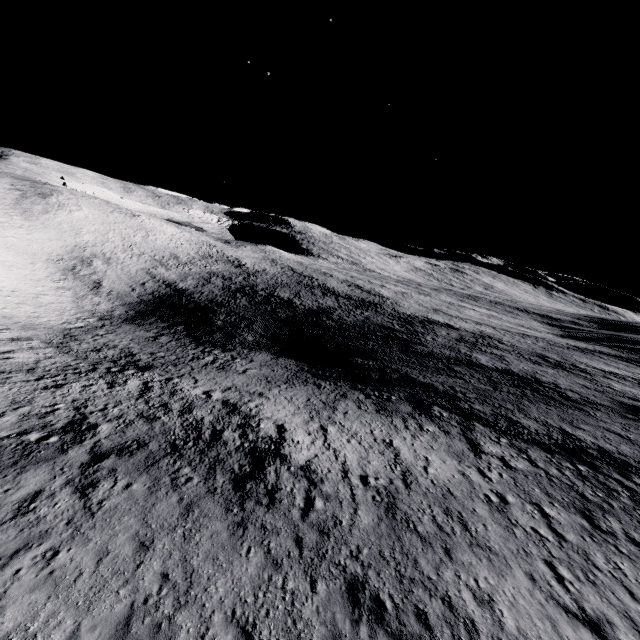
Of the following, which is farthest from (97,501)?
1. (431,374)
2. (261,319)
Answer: (261,319)
